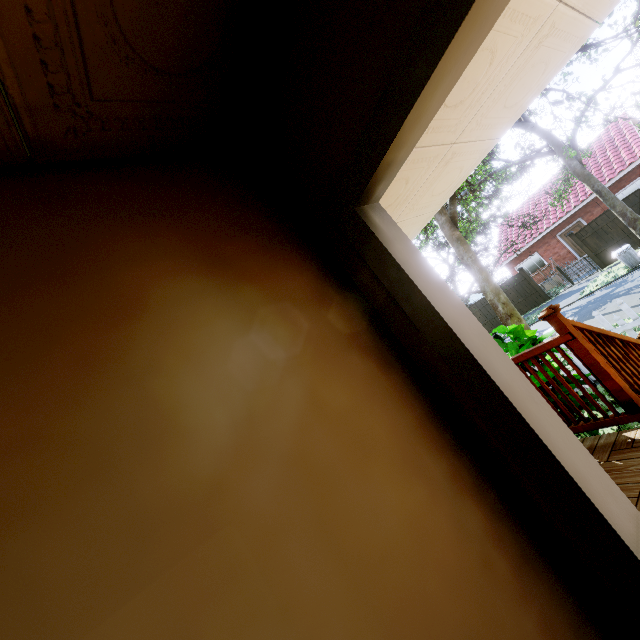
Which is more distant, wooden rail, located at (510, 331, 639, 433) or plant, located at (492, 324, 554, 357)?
plant, located at (492, 324, 554, 357)

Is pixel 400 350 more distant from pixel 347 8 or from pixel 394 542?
pixel 347 8

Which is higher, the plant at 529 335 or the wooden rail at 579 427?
the plant at 529 335

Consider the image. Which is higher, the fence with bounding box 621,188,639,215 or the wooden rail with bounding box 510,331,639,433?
the fence with bounding box 621,188,639,215

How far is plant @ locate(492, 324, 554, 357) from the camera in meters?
4.3 m

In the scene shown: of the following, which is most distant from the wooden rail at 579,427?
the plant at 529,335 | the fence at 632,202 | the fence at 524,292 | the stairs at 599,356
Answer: the fence at 524,292

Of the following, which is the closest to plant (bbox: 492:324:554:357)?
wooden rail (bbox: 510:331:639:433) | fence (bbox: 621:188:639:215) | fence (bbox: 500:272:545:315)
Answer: wooden rail (bbox: 510:331:639:433)

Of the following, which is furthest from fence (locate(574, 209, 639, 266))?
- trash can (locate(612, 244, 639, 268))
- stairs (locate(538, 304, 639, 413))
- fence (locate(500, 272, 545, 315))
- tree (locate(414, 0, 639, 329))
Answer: stairs (locate(538, 304, 639, 413))
